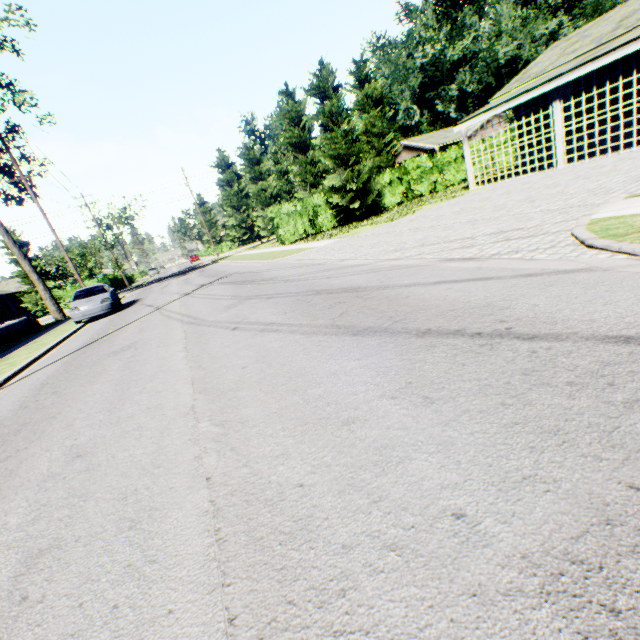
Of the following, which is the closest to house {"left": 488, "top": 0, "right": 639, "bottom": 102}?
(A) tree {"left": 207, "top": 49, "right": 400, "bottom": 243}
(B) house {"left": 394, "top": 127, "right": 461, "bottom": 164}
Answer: (A) tree {"left": 207, "top": 49, "right": 400, "bottom": 243}

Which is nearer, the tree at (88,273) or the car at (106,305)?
the car at (106,305)

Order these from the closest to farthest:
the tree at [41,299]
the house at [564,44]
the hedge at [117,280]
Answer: the house at [564,44] < the tree at [41,299] < the hedge at [117,280]

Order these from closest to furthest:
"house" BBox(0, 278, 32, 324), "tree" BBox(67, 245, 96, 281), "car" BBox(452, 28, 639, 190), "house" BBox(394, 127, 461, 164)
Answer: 1. "car" BBox(452, 28, 639, 190)
2. "house" BBox(394, 127, 461, 164)
3. "house" BBox(0, 278, 32, 324)
4. "tree" BBox(67, 245, 96, 281)

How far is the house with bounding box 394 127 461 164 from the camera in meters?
38.8 m

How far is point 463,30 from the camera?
55.00m

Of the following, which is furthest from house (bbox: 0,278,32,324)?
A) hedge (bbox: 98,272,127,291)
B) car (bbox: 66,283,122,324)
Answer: car (bbox: 66,283,122,324)

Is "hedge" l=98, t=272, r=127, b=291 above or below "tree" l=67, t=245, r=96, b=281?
below
